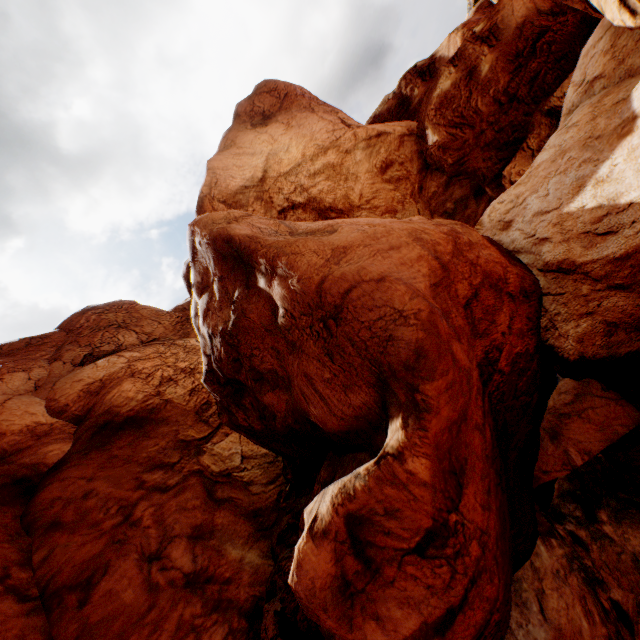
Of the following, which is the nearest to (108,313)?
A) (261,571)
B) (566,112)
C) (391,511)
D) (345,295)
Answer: (261,571)
